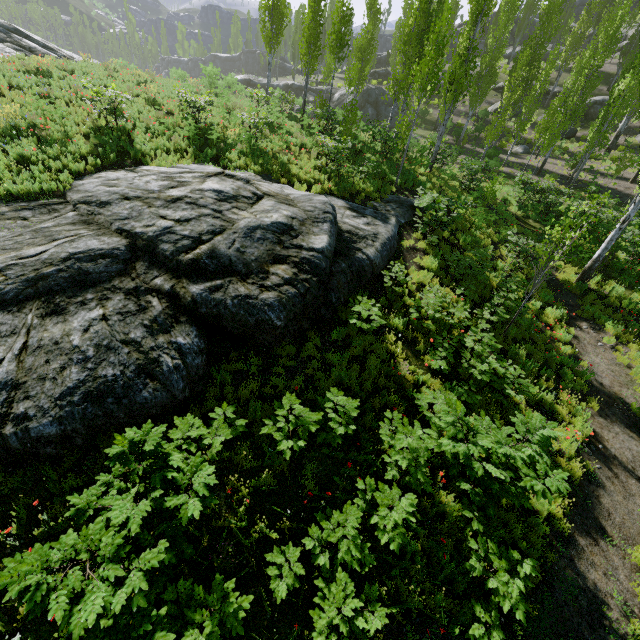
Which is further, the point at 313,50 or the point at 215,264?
the point at 313,50

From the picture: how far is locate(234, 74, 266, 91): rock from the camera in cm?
4209

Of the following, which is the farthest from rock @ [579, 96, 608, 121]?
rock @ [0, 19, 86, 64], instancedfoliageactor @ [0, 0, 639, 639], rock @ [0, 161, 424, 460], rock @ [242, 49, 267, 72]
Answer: rock @ [242, 49, 267, 72]

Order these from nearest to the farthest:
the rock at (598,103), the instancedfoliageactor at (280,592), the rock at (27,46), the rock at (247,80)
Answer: the instancedfoliageactor at (280,592) → the rock at (27,46) → the rock at (598,103) → the rock at (247,80)

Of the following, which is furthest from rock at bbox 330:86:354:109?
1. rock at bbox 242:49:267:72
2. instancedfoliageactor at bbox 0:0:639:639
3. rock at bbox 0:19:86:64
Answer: rock at bbox 0:19:86:64

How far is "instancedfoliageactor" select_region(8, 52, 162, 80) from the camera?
15.37m

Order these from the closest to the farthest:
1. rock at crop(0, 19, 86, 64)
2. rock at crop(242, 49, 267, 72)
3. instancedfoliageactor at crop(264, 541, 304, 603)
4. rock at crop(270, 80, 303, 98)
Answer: instancedfoliageactor at crop(264, 541, 304, 603) < rock at crop(0, 19, 86, 64) < rock at crop(270, 80, 303, 98) < rock at crop(242, 49, 267, 72)

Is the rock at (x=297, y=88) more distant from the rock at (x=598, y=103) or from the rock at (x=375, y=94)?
the rock at (x=598, y=103)
